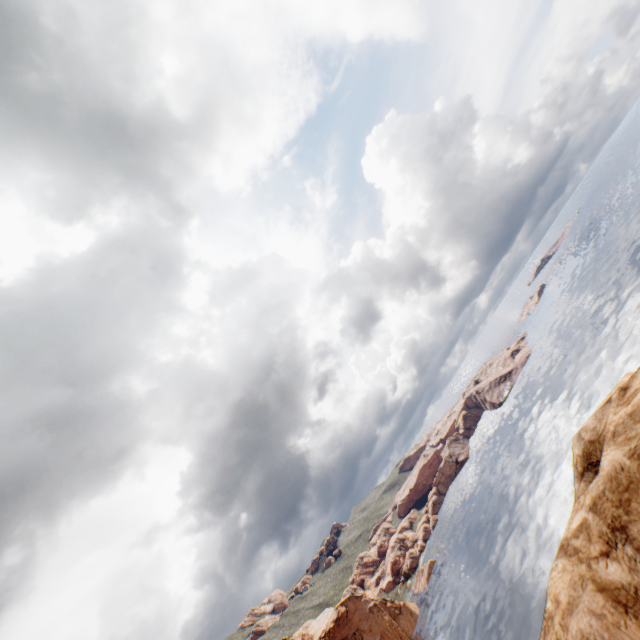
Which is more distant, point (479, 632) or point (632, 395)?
point (479, 632)
